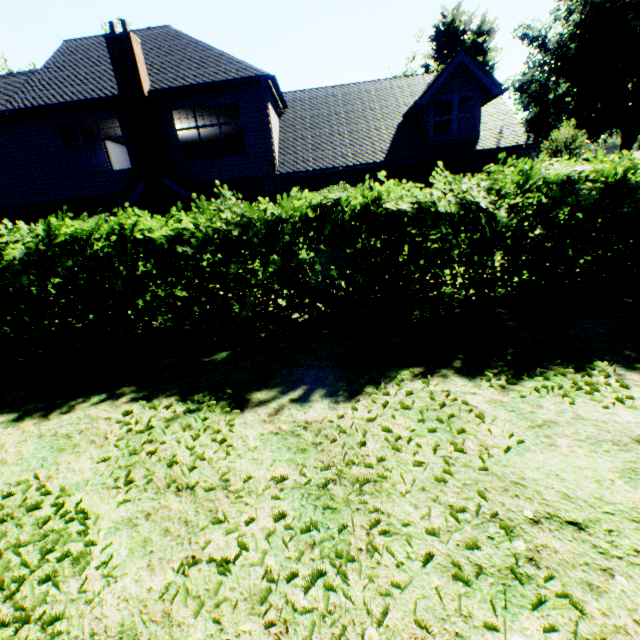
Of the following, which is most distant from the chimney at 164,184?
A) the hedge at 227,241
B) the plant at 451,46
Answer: the plant at 451,46

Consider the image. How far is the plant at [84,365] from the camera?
4.6m

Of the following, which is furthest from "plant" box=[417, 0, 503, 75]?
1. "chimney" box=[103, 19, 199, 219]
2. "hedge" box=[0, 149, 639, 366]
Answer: "chimney" box=[103, 19, 199, 219]

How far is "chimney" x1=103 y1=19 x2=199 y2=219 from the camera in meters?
11.9 m

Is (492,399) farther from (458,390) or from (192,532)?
(192,532)

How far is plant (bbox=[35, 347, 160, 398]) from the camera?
4.6 meters

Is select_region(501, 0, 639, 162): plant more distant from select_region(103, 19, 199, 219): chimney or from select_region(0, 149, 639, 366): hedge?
select_region(103, 19, 199, 219): chimney

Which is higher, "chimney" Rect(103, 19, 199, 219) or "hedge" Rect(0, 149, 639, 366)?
"chimney" Rect(103, 19, 199, 219)
